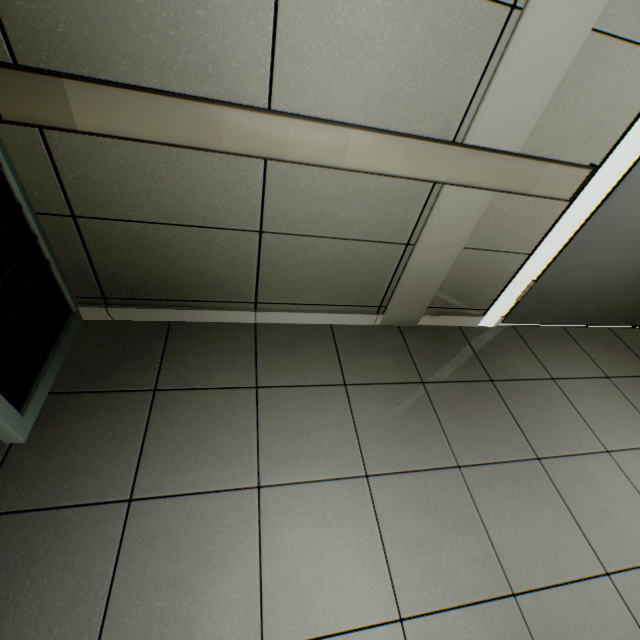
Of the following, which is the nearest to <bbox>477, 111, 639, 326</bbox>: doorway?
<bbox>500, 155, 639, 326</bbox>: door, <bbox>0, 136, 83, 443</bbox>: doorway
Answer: <bbox>500, 155, 639, 326</bbox>: door

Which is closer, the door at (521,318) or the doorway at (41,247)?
the doorway at (41,247)

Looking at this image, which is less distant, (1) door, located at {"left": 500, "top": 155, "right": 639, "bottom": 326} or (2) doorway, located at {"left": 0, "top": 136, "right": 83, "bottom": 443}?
(2) doorway, located at {"left": 0, "top": 136, "right": 83, "bottom": 443}

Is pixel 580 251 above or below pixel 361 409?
above

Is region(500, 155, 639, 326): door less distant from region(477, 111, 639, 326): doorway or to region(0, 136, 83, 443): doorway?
region(477, 111, 639, 326): doorway

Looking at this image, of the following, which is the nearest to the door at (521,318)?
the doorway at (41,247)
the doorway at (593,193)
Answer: the doorway at (593,193)
